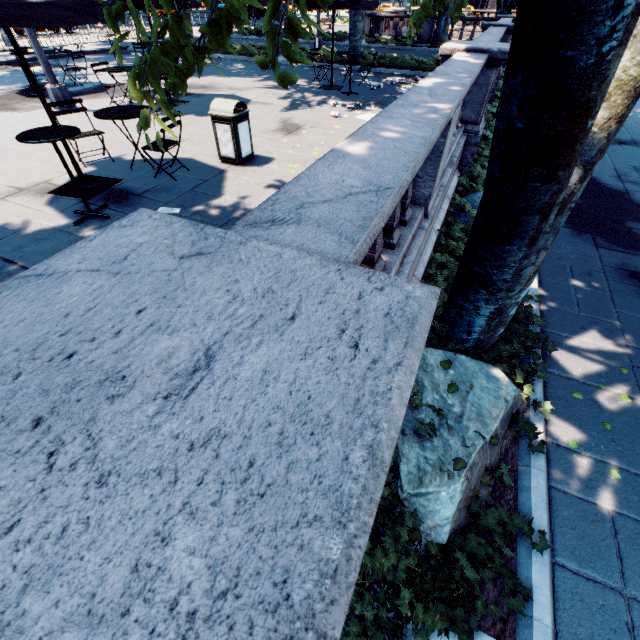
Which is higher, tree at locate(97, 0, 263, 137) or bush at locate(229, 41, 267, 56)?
tree at locate(97, 0, 263, 137)

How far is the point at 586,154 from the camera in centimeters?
308cm

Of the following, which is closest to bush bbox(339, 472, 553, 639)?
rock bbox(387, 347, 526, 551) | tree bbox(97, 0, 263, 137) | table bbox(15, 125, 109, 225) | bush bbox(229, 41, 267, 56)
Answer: rock bbox(387, 347, 526, 551)

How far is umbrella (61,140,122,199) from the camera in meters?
5.2 m

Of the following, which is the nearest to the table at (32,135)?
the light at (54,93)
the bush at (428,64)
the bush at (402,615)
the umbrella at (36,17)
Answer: the umbrella at (36,17)

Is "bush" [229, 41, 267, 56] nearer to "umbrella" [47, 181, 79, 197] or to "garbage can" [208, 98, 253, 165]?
"umbrella" [47, 181, 79, 197]

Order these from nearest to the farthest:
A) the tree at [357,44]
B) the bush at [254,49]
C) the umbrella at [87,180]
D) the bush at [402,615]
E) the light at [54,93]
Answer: the bush at [402,615], the umbrella at [87,180], the light at [54,93], the tree at [357,44], the bush at [254,49]

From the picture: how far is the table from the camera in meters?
3.9 m
